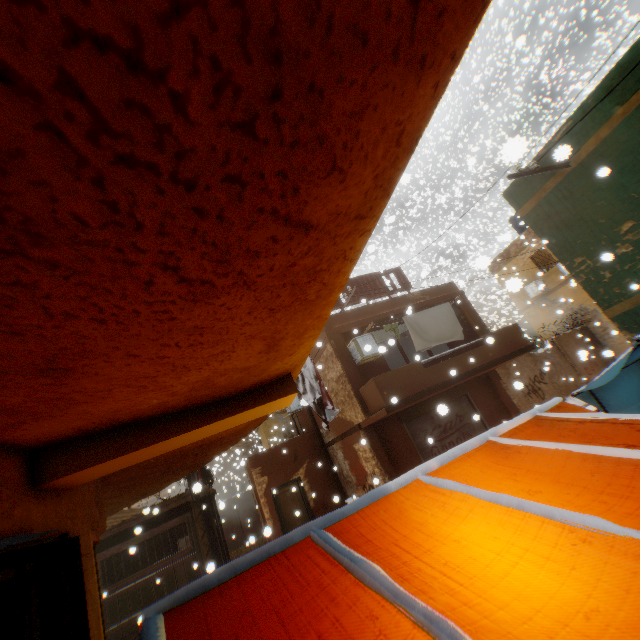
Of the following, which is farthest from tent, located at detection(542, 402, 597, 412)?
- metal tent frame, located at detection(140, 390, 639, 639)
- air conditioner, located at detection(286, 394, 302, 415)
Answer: air conditioner, located at detection(286, 394, 302, 415)

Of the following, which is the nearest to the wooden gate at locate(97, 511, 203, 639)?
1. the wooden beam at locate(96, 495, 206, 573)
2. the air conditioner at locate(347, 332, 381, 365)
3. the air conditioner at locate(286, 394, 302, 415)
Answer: the wooden beam at locate(96, 495, 206, 573)

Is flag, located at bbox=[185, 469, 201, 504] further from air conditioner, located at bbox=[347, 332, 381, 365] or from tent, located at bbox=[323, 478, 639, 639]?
air conditioner, located at bbox=[347, 332, 381, 365]

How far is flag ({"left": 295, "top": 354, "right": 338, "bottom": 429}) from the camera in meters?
5.6

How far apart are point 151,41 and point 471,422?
14.4m

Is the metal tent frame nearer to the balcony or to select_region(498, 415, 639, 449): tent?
select_region(498, 415, 639, 449): tent

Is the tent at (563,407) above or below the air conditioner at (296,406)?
below

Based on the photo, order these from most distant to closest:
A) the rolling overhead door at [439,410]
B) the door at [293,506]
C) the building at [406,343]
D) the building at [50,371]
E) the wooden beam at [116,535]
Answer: the building at [406,343]
the door at [293,506]
the rolling overhead door at [439,410]
the wooden beam at [116,535]
the building at [50,371]
